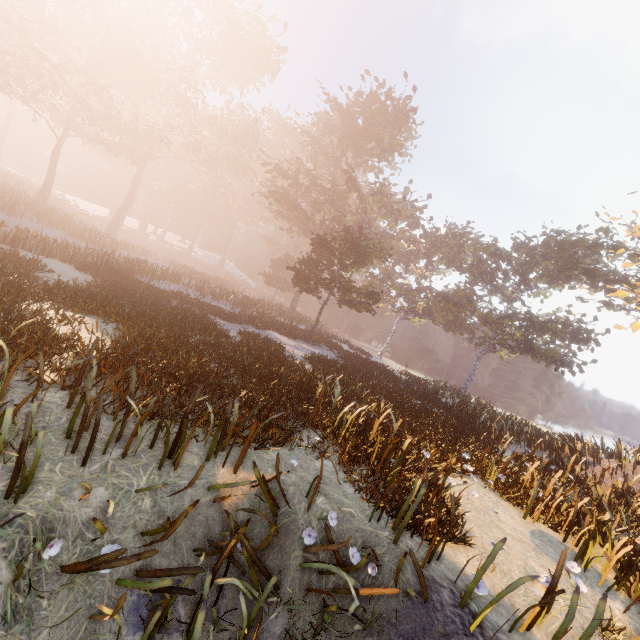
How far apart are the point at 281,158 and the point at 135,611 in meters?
64.0

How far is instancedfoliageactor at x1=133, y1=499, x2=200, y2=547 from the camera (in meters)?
3.22

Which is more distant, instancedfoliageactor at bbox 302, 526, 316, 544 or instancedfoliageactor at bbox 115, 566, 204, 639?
instancedfoliageactor at bbox 302, 526, 316, 544

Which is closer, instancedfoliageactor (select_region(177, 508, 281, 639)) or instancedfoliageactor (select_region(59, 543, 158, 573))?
instancedfoliageactor (select_region(59, 543, 158, 573))

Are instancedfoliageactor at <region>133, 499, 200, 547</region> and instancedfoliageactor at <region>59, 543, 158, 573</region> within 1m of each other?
yes

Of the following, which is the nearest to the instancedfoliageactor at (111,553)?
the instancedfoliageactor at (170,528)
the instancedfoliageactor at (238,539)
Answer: the instancedfoliageactor at (170,528)

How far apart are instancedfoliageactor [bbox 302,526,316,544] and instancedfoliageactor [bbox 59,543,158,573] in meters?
2.0 m

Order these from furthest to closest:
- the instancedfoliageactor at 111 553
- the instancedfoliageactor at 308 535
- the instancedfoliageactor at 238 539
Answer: the instancedfoliageactor at 308 535, the instancedfoliageactor at 238 539, the instancedfoliageactor at 111 553
